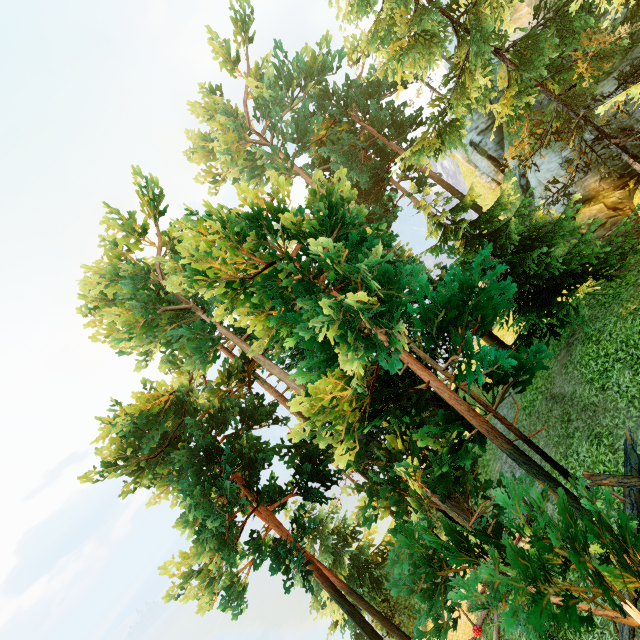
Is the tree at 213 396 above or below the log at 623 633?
above

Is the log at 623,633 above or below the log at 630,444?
below

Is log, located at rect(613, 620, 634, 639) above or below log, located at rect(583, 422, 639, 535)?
below

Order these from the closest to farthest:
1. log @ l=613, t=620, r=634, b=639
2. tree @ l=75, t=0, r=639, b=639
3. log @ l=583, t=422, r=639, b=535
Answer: tree @ l=75, t=0, r=639, b=639, log @ l=613, t=620, r=634, b=639, log @ l=583, t=422, r=639, b=535

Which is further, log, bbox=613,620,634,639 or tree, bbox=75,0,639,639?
log, bbox=613,620,634,639

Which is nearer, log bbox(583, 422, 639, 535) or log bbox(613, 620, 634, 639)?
log bbox(613, 620, 634, 639)

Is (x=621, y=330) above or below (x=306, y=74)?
below
